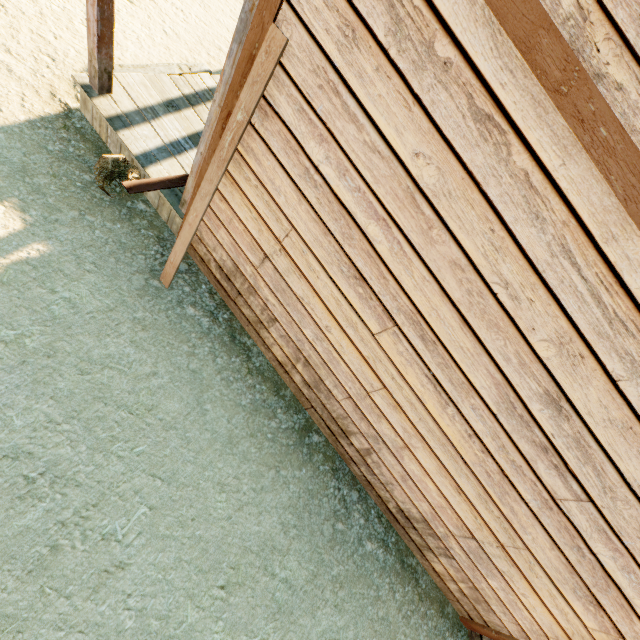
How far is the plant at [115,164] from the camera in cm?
350

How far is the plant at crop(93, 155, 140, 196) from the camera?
3.5 meters

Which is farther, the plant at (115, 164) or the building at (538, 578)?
the plant at (115, 164)

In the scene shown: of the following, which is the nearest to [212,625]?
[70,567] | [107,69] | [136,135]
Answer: [70,567]

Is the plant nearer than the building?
No
